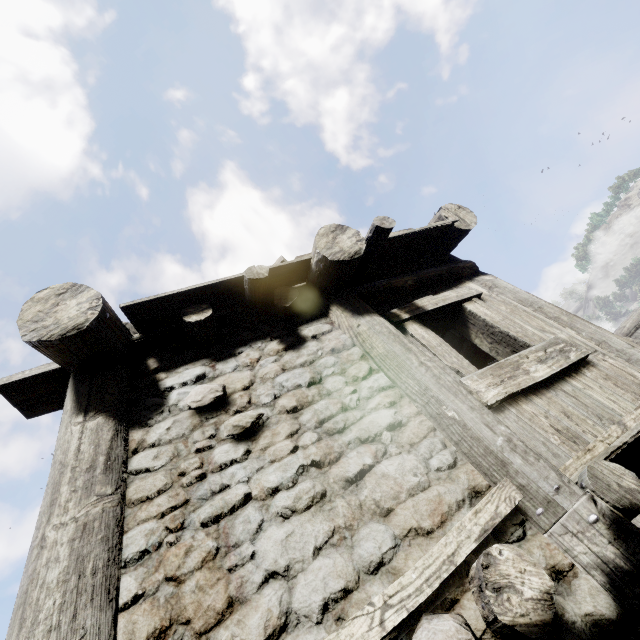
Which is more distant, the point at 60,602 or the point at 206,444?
the point at 206,444
